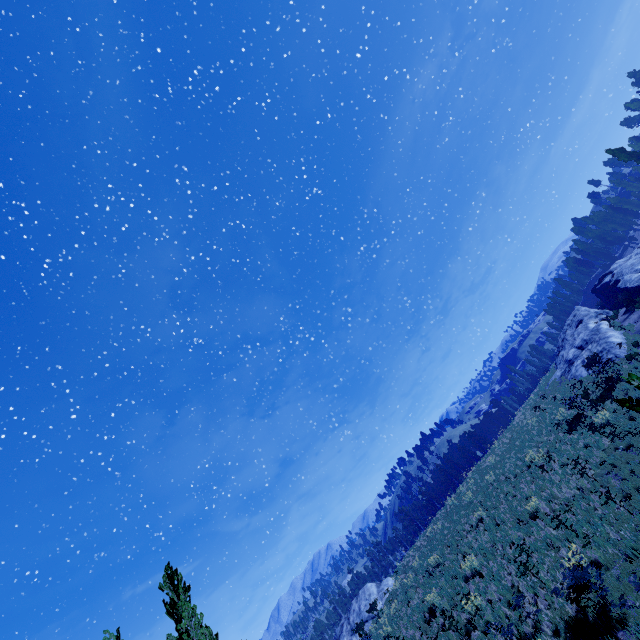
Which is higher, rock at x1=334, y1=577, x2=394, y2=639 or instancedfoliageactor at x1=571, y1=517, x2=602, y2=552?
rock at x1=334, y1=577, x2=394, y2=639

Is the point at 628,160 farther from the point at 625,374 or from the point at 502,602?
the point at 502,602

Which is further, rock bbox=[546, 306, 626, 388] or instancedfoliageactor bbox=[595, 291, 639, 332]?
instancedfoliageactor bbox=[595, 291, 639, 332]

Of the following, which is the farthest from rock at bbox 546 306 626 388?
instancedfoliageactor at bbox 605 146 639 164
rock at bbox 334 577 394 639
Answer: rock at bbox 334 577 394 639

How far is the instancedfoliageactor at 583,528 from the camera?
11.0 meters

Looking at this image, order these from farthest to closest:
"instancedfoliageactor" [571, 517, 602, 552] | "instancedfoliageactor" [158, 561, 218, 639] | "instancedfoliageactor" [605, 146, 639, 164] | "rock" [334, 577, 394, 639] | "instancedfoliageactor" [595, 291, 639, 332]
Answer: "instancedfoliageactor" [605, 146, 639, 164] → "rock" [334, 577, 394, 639] → "instancedfoliageactor" [595, 291, 639, 332] → "instancedfoliageactor" [158, 561, 218, 639] → "instancedfoliageactor" [571, 517, 602, 552]

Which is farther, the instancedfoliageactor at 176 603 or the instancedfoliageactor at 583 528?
the instancedfoliageactor at 176 603

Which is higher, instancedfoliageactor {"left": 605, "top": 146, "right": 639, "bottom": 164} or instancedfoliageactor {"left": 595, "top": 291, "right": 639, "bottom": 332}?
instancedfoliageactor {"left": 605, "top": 146, "right": 639, "bottom": 164}
